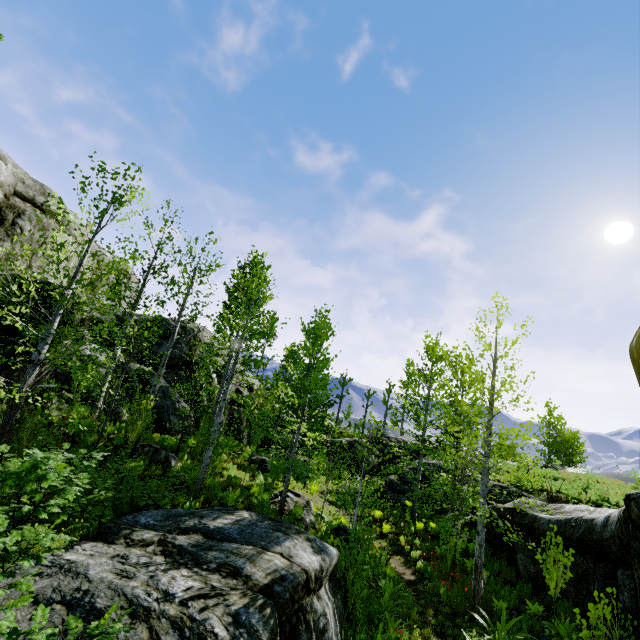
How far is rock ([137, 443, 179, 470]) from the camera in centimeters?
1209cm

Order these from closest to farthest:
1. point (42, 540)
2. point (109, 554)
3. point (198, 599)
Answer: point (42, 540) < point (198, 599) < point (109, 554)

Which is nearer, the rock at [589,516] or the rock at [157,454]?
the rock at [589,516]

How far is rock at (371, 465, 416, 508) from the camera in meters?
20.3

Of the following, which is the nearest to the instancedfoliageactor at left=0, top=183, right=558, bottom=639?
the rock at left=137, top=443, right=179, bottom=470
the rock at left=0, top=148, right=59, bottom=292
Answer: the rock at left=0, top=148, right=59, bottom=292

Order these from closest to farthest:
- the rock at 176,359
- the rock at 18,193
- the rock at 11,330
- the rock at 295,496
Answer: the rock at 11,330 → the rock at 295,496 → the rock at 176,359 → the rock at 18,193

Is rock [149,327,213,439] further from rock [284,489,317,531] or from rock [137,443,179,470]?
rock [137,443,179,470]
